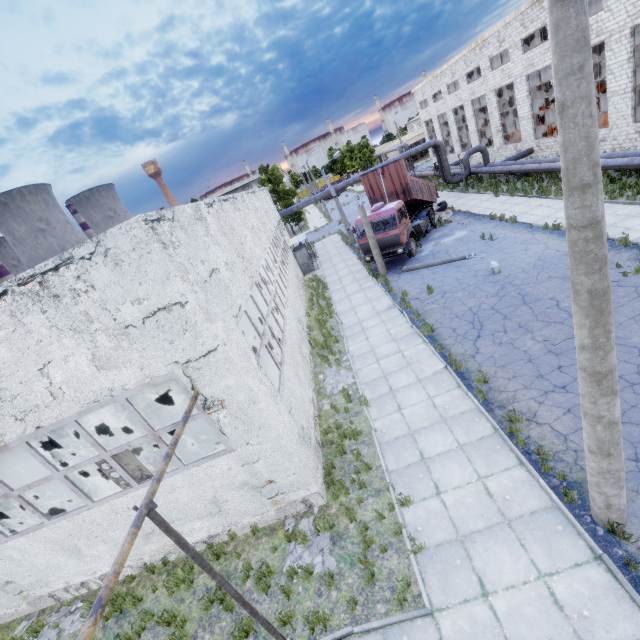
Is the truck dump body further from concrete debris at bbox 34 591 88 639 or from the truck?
concrete debris at bbox 34 591 88 639

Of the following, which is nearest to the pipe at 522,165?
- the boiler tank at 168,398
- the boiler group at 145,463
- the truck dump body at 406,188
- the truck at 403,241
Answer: the truck dump body at 406,188

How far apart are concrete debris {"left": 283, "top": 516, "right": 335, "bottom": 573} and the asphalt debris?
8.5 meters

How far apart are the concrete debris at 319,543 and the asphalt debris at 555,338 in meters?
8.5 m

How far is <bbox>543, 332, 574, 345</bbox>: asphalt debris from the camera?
9.85m

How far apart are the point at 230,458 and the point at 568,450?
7.7 meters

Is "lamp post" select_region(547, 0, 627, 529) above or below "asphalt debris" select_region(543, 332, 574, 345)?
above

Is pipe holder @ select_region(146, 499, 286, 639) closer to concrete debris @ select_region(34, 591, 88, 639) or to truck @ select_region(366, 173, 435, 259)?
concrete debris @ select_region(34, 591, 88, 639)
